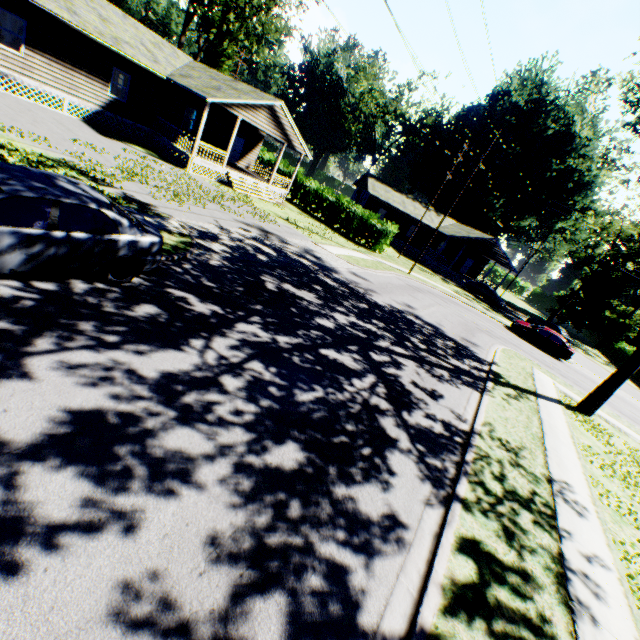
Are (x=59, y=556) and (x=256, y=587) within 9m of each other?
yes

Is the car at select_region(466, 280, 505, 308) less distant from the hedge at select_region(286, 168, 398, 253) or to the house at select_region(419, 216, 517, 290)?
the house at select_region(419, 216, 517, 290)

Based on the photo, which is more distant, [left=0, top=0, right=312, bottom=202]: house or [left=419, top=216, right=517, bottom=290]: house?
[left=419, top=216, right=517, bottom=290]: house

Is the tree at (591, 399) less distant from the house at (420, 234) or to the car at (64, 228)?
the car at (64, 228)

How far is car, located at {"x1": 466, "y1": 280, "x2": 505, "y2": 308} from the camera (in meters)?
36.08

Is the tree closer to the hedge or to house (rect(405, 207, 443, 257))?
the hedge

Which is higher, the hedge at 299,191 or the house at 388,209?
the house at 388,209

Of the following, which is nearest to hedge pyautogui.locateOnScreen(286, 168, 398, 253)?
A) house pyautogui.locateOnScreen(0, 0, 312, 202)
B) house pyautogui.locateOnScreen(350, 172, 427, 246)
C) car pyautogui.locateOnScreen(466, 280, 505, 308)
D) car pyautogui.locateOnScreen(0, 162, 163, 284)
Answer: house pyautogui.locateOnScreen(0, 0, 312, 202)
